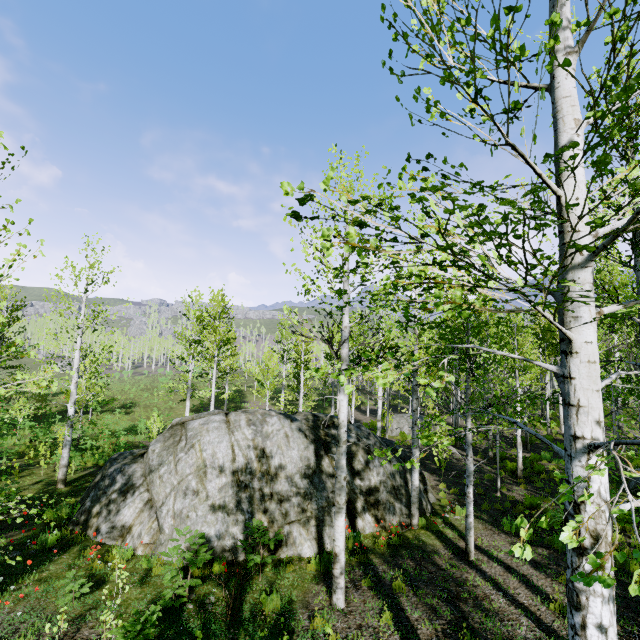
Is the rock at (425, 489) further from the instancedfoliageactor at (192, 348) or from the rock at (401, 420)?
the rock at (401, 420)

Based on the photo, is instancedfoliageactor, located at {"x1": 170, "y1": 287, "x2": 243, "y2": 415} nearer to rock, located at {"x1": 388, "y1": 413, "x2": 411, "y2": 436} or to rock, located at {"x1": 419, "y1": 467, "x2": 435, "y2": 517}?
rock, located at {"x1": 419, "y1": 467, "x2": 435, "y2": 517}

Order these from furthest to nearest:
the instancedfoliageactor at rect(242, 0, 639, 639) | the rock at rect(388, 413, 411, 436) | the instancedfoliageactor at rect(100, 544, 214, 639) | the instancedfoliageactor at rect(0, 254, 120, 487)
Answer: the rock at rect(388, 413, 411, 436), the instancedfoliageactor at rect(0, 254, 120, 487), the instancedfoliageactor at rect(100, 544, 214, 639), the instancedfoliageactor at rect(242, 0, 639, 639)

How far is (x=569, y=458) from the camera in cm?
260

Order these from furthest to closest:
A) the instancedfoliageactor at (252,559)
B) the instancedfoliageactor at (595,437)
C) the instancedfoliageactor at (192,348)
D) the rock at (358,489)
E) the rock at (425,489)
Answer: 1. the instancedfoliageactor at (192,348)
2. the rock at (425,489)
3. the rock at (358,489)
4. the instancedfoliageactor at (252,559)
5. the instancedfoliageactor at (595,437)

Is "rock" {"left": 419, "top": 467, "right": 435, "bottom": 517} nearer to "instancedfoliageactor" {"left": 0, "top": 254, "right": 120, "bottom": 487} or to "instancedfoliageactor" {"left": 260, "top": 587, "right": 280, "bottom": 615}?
"instancedfoliageactor" {"left": 0, "top": 254, "right": 120, "bottom": 487}

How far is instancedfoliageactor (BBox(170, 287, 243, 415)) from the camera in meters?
19.8

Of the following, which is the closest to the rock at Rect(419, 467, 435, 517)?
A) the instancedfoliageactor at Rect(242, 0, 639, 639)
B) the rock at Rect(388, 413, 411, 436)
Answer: the instancedfoliageactor at Rect(242, 0, 639, 639)
